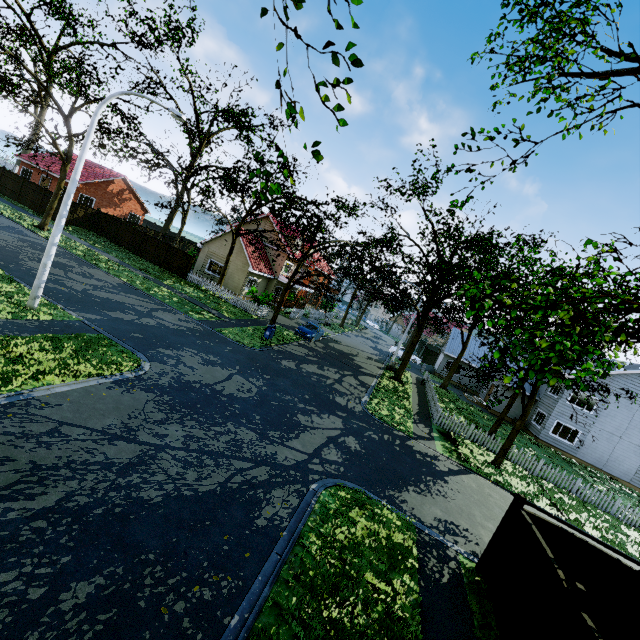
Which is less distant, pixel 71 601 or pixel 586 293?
pixel 71 601

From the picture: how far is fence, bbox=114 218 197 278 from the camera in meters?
29.4 m

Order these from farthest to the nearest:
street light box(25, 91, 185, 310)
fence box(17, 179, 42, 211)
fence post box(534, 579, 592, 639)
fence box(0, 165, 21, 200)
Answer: fence box(0, 165, 21, 200), fence box(17, 179, 42, 211), street light box(25, 91, 185, 310), fence post box(534, 579, 592, 639)

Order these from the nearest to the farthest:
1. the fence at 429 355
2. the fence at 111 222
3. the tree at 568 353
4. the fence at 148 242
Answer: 1. the tree at 568 353
2. the fence at 148 242
3. the fence at 111 222
4. the fence at 429 355

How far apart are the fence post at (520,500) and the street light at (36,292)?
15.82m

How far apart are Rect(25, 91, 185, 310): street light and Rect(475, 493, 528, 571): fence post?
15.82m

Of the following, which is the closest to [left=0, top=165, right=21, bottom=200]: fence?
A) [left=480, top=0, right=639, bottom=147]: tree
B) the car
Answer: [left=480, top=0, right=639, bottom=147]: tree

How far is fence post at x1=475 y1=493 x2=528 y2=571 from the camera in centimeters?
812cm
